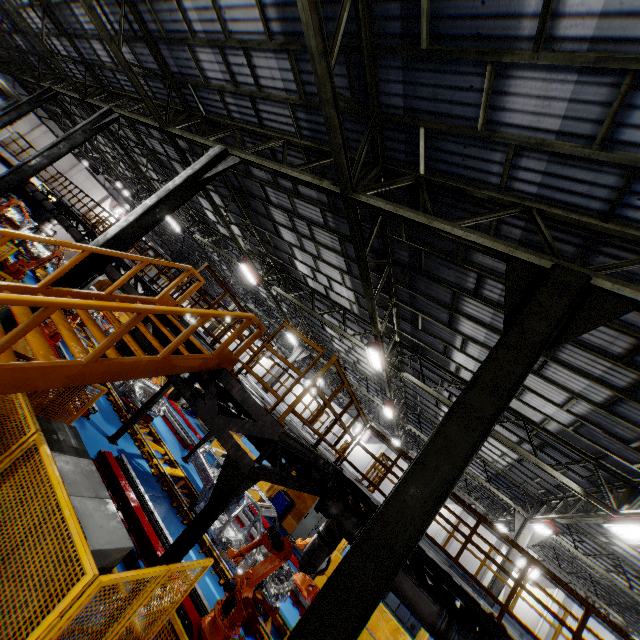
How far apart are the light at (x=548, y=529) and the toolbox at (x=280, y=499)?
10.5 meters

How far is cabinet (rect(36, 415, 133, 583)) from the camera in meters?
3.3

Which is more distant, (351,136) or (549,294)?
(351,136)

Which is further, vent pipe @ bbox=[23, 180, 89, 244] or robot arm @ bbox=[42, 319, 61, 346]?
vent pipe @ bbox=[23, 180, 89, 244]

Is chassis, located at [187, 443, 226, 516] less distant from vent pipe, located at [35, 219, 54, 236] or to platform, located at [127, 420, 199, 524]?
platform, located at [127, 420, 199, 524]

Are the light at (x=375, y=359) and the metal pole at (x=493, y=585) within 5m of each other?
no

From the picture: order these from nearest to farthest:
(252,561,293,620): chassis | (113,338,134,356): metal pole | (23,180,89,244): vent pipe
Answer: (113,338,134,356): metal pole → (252,561,293,620): chassis → (23,180,89,244): vent pipe

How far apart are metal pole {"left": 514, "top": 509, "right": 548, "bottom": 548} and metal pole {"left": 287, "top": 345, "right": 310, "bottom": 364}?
13.7 meters
